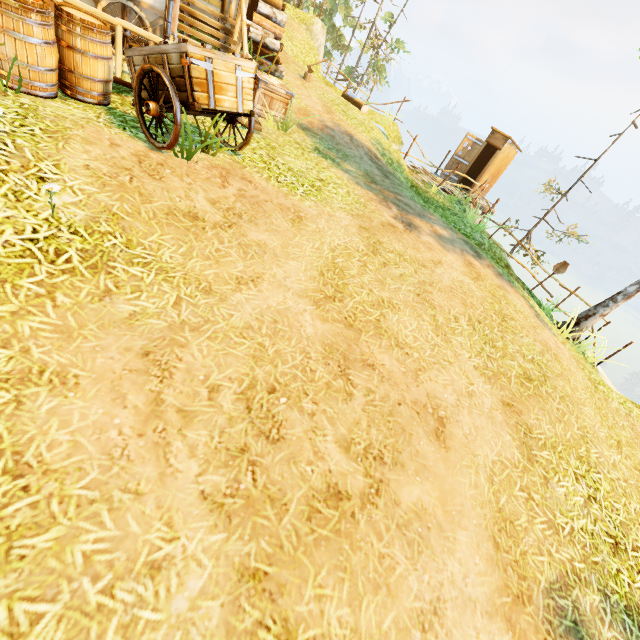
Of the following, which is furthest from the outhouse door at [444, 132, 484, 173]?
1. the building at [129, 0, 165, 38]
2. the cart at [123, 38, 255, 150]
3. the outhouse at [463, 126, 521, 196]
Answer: the cart at [123, 38, 255, 150]

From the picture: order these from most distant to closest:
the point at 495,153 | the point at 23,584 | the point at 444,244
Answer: the point at 495,153 < the point at 444,244 < the point at 23,584

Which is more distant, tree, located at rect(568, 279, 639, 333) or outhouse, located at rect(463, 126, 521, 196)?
outhouse, located at rect(463, 126, 521, 196)

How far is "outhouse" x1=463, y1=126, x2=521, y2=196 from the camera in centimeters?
1452cm

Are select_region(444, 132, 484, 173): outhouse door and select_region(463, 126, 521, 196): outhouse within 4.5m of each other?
yes

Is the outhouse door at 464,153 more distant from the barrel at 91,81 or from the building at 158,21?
the barrel at 91,81

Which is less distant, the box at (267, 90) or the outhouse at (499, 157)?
the box at (267, 90)

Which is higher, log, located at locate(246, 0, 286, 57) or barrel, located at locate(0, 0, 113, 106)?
log, located at locate(246, 0, 286, 57)
